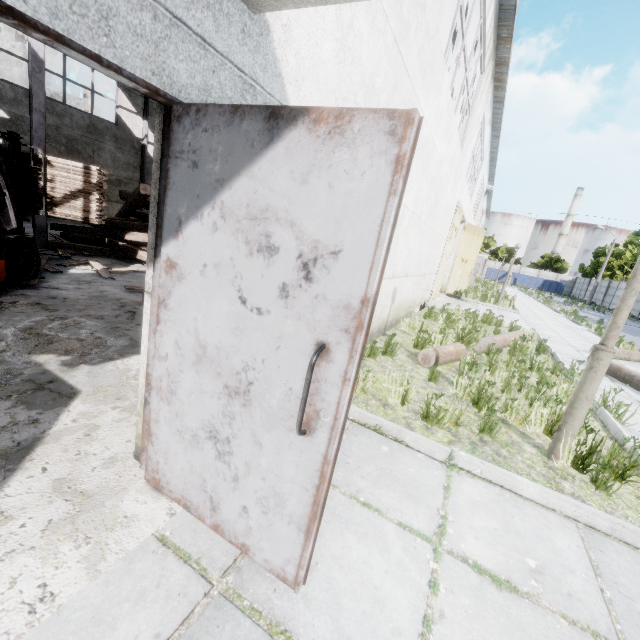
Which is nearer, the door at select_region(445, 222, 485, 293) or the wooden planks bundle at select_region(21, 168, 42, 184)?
the wooden planks bundle at select_region(21, 168, 42, 184)

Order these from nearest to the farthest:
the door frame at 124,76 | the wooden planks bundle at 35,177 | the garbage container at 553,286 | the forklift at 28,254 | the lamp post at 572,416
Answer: the door frame at 124,76 → the lamp post at 572,416 → the forklift at 28,254 → the wooden planks bundle at 35,177 → the garbage container at 553,286

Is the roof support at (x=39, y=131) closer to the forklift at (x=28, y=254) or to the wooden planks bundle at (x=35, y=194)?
the wooden planks bundle at (x=35, y=194)

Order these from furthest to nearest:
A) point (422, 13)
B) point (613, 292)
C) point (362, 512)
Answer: point (613, 292) < point (422, 13) < point (362, 512)

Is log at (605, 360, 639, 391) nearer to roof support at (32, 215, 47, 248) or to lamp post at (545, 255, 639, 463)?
lamp post at (545, 255, 639, 463)

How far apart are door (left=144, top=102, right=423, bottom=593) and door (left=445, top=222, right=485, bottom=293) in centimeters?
1752cm

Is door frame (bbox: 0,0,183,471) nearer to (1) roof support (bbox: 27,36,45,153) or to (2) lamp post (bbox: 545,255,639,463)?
(1) roof support (bbox: 27,36,45,153)

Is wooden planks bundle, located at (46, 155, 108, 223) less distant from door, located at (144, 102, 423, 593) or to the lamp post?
door, located at (144, 102, 423, 593)
